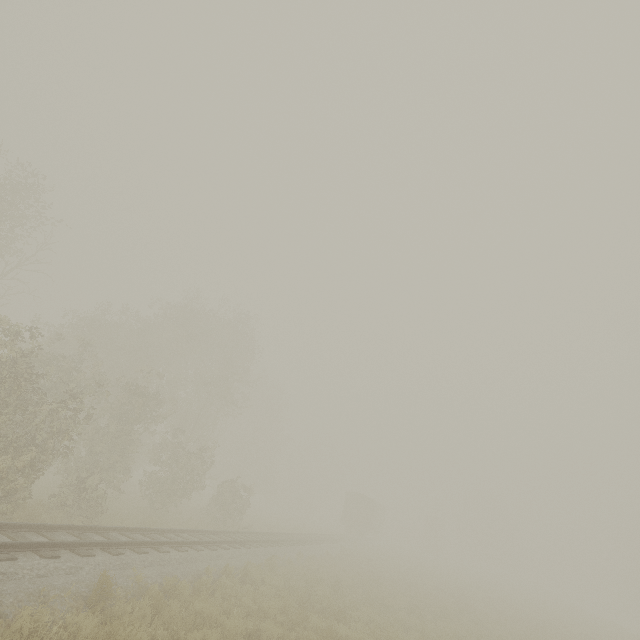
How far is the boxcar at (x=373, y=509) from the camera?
39.06m

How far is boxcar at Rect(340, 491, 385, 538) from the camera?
39.1m

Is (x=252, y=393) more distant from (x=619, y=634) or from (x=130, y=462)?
(x=619, y=634)

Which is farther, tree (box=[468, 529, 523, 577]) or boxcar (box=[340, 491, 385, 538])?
tree (box=[468, 529, 523, 577])

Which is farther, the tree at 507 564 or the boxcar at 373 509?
the tree at 507 564

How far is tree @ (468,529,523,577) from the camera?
56.7m
